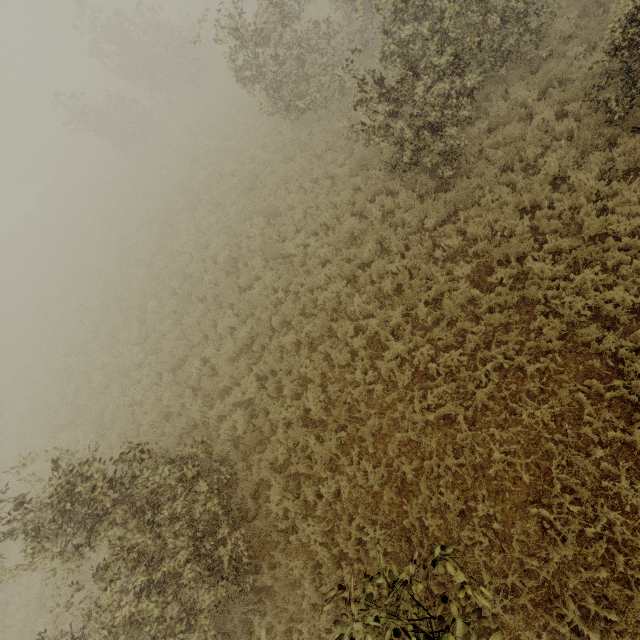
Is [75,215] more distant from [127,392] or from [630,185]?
[630,185]

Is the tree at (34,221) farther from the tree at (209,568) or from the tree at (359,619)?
the tree at (209,568)

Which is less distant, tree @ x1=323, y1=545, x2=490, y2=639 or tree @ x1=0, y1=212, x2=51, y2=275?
tree @ x1=323, y1=545, x2=490, y2=639

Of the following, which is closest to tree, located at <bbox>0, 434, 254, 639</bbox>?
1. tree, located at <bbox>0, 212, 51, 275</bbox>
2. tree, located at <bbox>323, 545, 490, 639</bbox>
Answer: tree, located at <bbox>323, 545, 490, 639</bbox>

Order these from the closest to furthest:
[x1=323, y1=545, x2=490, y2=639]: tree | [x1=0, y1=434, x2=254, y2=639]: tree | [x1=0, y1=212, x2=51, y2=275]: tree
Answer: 1. [x1=323, y1=545, x2=490, y2=639]: tree
2. [x1=0, y1=434, x2=254, y2=639]: tree
3. [x1=0, y1=212, x2=51, y2=275]: tree

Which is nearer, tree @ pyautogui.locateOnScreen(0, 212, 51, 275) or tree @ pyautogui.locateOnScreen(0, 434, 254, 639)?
tree @ pyautogui.locateOnScreen(0, 434, 254, 639)

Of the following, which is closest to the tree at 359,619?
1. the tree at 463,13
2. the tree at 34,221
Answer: the tree at 463,13
